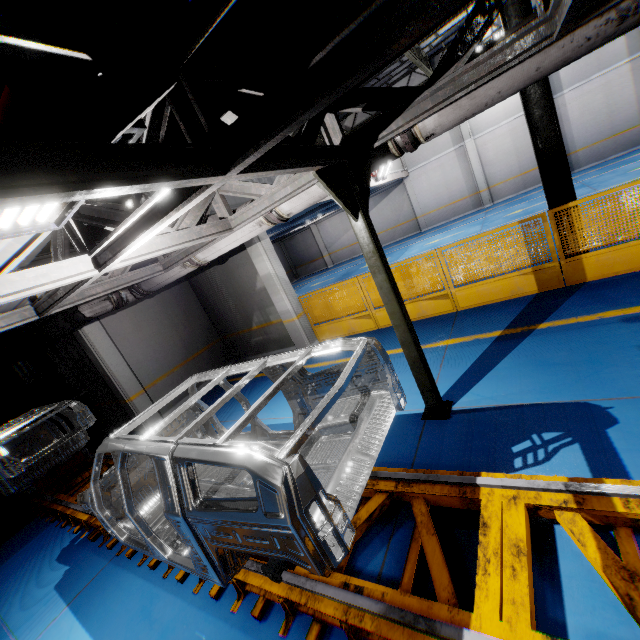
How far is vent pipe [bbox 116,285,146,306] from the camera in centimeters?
681cm

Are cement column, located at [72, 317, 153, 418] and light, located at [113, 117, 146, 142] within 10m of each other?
yes

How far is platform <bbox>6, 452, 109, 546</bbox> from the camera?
5.3m

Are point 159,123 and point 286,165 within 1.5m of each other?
yes

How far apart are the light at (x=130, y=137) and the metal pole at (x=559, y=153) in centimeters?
697cm

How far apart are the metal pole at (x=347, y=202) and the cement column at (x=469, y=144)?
19.4 meters

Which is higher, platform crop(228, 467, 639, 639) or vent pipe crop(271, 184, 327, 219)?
vent pipe crop(271, 184, 327, 219)

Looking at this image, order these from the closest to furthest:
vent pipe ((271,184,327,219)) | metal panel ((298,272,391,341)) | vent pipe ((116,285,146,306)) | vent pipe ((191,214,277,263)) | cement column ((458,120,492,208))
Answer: vent pipe ((271,184,327,219))
vent pipe ((191,214,277,263))
vent pipe ((116,285,146,306))
metal panel ((298,272,391,341))
cement column ((458,120,492,208))
